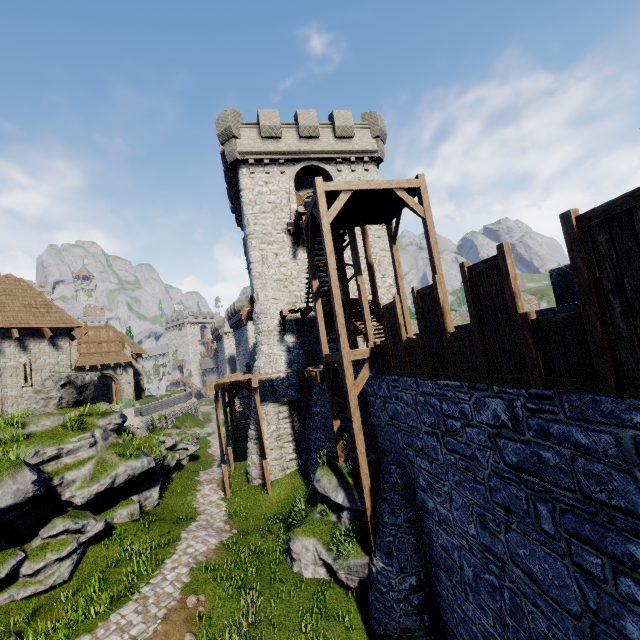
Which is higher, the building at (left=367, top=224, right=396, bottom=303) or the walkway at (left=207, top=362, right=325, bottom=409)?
the building at (left=367, top=224, right=396, bottom=303)

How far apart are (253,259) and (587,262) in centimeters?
1857cm

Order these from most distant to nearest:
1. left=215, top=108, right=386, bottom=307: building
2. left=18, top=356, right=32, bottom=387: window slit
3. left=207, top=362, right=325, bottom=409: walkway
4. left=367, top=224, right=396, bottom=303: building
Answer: left=367, top=224, right=396, bottom=303: building, left=215, top=108, right=386, bottom=307: building, left=18, top=356, right=32, bottom=387: window slit, left=207, top=362, right=325, bottom=409: walkway

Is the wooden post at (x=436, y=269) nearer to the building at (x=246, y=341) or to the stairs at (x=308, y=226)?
the stairs at (x=308, y=226)

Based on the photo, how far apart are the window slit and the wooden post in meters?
20.4 m

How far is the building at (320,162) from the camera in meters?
20.7

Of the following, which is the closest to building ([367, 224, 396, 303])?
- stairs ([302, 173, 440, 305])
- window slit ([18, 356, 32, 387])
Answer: stairs ([302, 173, 440, 305])

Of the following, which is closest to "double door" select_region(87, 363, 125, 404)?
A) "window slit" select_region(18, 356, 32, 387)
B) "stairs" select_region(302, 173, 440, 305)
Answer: "window slit" select_region(18, 356, 32, 387)
